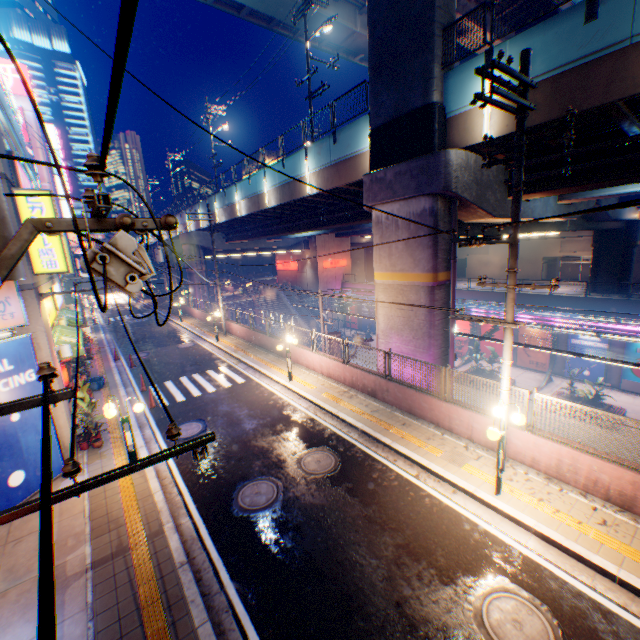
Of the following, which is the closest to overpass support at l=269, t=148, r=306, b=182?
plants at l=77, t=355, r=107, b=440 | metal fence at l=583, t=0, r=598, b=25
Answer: metal fence at l=583, t=0, r=598, b=25

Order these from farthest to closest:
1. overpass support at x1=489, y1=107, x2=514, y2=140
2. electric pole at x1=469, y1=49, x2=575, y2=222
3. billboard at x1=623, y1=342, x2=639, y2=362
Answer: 1. billboard at x1=623, y1=342, x2=639, y2=362
2. overpass support at x1=489, y1=107, x2=514, y2=140
3. electric pole at x1=469, y1=49, x2=575, y2=222

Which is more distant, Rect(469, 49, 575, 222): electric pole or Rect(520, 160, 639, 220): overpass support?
Rect(520, 160, 639, 220): overpass support

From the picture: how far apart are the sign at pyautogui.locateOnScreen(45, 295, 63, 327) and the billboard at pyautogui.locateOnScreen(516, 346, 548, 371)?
33.5 meters

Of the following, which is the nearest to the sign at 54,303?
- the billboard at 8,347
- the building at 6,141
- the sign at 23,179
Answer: the building at 6,141

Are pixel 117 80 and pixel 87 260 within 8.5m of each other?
yes

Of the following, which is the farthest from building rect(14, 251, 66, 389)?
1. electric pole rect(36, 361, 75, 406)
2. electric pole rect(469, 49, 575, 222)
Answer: electric pole rect(469, 49, 575, 222)

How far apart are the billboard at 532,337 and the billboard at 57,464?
33.4 meters
